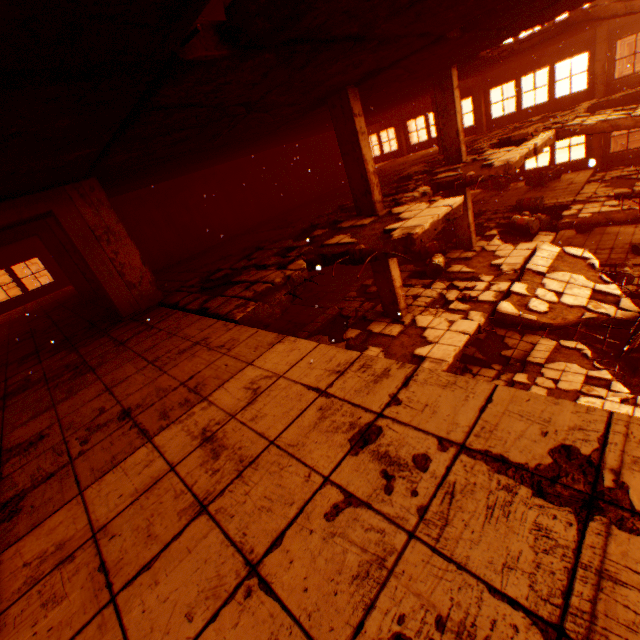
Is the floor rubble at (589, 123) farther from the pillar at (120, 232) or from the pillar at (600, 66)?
the pillar at (600, 66)

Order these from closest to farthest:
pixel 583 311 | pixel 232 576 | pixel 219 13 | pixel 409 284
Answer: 1. pixel 232 576
2. pixel 583 311
3. pixel 219 13
4. pixel 409 284

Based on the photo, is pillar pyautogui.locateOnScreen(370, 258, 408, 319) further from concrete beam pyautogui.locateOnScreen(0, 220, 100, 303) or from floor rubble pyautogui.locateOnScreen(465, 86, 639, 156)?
concrete beam pyautogui.locateOnScreen(0, 220, 100, 303)

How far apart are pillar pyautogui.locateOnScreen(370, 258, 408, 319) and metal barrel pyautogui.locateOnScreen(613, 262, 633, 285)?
9.26m

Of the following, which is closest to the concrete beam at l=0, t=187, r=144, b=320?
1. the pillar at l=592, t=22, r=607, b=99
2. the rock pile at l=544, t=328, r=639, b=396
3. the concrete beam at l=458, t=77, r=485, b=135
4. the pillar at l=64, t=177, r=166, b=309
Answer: the pillar at l=64, t=177, r=166, b=309

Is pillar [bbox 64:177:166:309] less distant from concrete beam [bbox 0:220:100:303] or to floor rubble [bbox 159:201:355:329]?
floor rubble [bbox 159:201:355:329]

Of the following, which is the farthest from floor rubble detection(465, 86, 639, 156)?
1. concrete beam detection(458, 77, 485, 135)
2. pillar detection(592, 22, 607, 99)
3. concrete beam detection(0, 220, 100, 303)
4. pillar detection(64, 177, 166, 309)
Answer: concrete beam detection(0, 220, 100, 303)

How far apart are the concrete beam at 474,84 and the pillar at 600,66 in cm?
456
